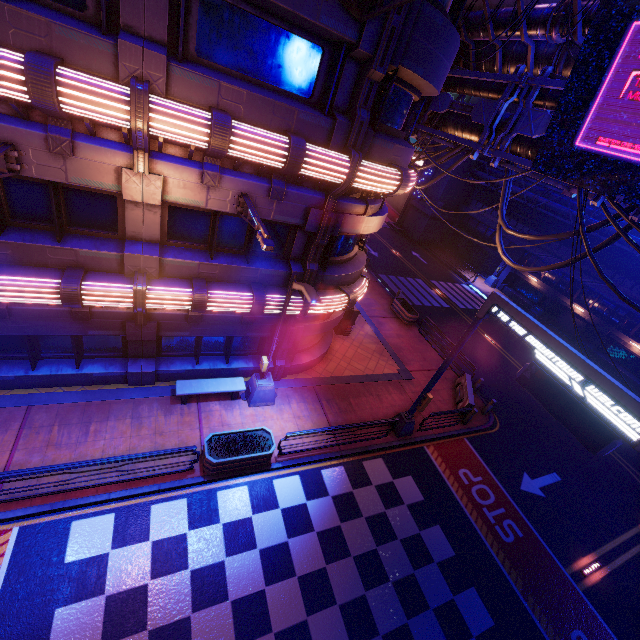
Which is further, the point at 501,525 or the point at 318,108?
the point at 501,525

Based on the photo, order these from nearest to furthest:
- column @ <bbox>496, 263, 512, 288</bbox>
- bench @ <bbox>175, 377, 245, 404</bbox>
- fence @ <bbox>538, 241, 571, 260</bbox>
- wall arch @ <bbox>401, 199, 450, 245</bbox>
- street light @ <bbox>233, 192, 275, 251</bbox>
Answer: street light @ <bbox>233, 192, 275, 251</bbox> → bench @ <bbox>175, 377, 245, 404</bbox> → fence @ <bbox>538, 241, 571, 260</bbox> → column @ <bbox>496, 263, 512, 288</bbox> → wall arch @ <bbox>401, 199, 450, 245</bbox>

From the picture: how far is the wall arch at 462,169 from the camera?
36.2m

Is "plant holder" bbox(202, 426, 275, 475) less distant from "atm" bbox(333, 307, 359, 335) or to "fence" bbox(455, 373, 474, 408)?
"atm" bbox(333, 307, 359, 335)

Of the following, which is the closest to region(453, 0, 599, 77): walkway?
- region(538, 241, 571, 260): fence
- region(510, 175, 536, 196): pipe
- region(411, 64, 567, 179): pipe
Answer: region(411, 64, 567, 179): pipe

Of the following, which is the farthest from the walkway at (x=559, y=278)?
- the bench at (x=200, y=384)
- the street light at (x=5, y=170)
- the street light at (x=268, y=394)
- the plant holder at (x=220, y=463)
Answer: the street light at (x=5, y=170)

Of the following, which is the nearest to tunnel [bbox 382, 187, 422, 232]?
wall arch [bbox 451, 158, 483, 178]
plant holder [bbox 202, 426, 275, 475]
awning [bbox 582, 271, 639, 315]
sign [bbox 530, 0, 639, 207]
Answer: wall arch [bbox 451, 158, 483, 178]

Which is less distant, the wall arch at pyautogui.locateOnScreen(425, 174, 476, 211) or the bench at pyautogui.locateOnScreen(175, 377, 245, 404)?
the bench at pyautogui.locateOnScreen(175, 377, 245, 404)
